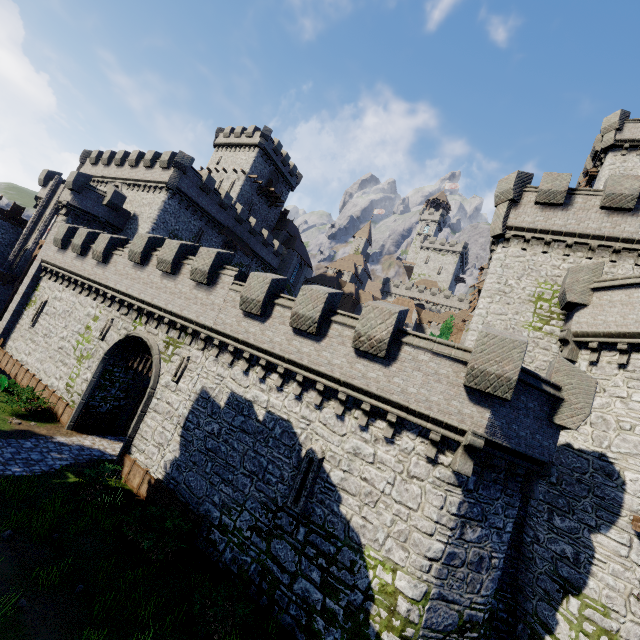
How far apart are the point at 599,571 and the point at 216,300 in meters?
18.6 m

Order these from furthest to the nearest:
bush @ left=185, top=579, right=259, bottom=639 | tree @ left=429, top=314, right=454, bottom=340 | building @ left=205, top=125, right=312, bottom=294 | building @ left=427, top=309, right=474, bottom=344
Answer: building @ left=427, top=309, right=474, bottom=344
building @ left=205, top=125, right=312, bottom=294
tree @ left=429, top=314, right=454, bottom=340
bush @ left=185, top=579, right=259, bottom=639

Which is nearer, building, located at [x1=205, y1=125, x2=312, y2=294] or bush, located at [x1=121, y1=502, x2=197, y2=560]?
bush, located at [x1=121, y1=502, x2=197, y2=560]

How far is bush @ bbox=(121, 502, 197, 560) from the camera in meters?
11.3 m

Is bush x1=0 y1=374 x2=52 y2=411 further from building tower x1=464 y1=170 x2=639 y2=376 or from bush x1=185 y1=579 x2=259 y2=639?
building tower x1=464 y1=170 x2=639 y2=376

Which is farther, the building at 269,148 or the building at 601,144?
the building at 269,148

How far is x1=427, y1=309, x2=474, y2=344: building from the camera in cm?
4925

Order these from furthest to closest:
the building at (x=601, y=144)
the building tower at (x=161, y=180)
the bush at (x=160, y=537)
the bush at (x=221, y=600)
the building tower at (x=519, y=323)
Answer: the building tower at (x=161, y=180)
the building at (x=601, y=144)
the building tower at (x=519, y=323)
the bush at (x=160, y=537)
the bush at (x=221, y=600)
